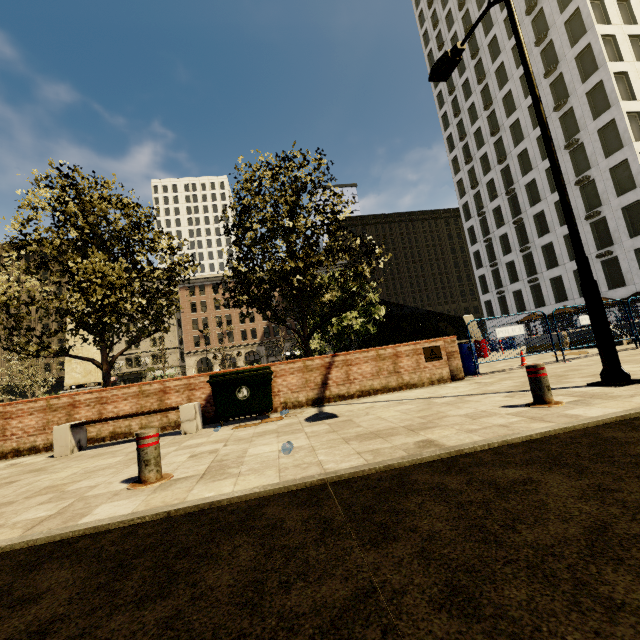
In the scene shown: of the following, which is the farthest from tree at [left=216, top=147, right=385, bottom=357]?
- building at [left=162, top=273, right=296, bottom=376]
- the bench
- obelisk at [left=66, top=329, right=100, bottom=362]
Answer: obelisk at [left=66, top=329, right=100, bottom=362]

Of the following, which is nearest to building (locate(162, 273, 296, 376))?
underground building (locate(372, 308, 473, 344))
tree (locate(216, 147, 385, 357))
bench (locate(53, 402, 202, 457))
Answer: tree (locate(216, 147, 385, 357))

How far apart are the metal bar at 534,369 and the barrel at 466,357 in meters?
5.4

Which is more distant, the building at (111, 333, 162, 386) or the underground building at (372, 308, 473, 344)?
the building at (111, 333, 162, 386)

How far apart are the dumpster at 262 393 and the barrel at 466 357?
5.6m

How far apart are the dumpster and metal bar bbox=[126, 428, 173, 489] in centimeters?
316cm

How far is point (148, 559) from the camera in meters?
2.0 m

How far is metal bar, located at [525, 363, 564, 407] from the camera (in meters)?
4.22
